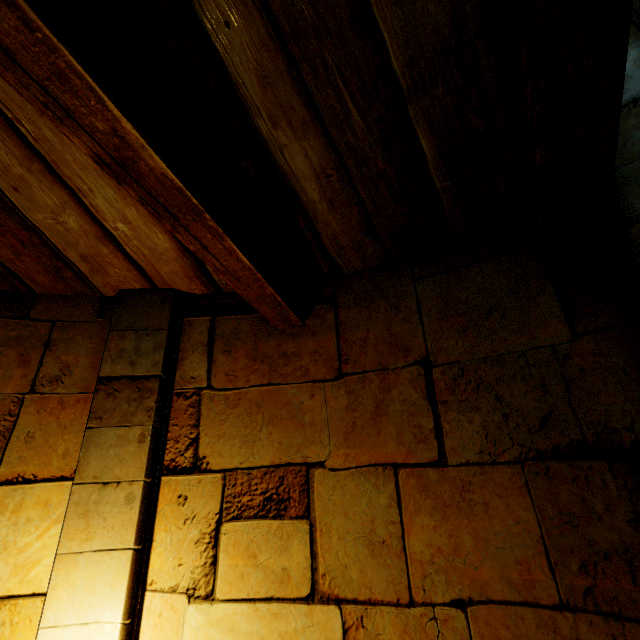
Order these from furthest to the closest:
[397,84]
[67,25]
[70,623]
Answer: [70,623], [397,84], [67,25]
